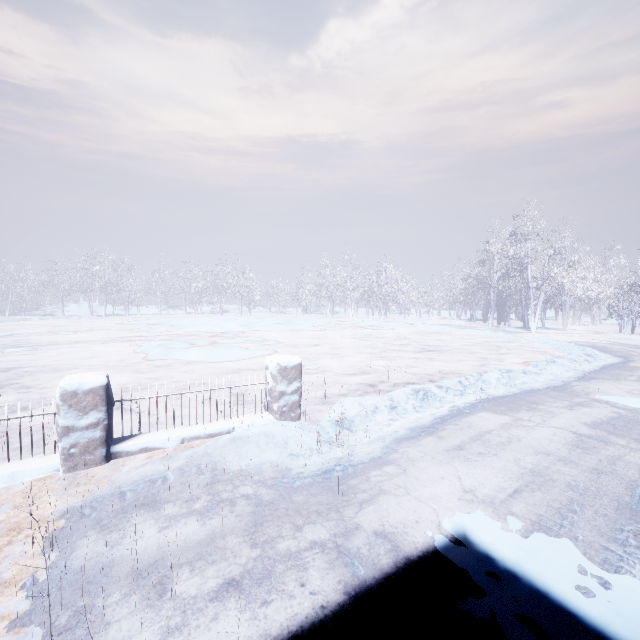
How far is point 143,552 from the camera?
2.13m
